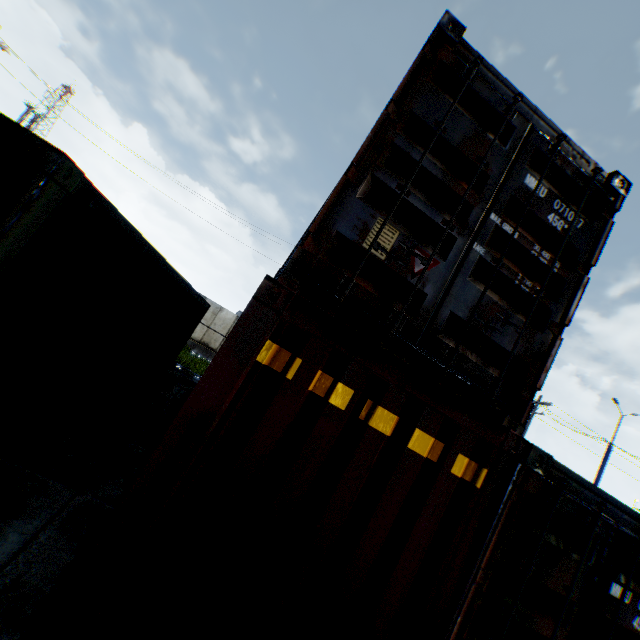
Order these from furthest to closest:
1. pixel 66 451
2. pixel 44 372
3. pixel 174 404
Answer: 1. pixel 174 404
2. pixel 66 451
3. pixel 44 372
